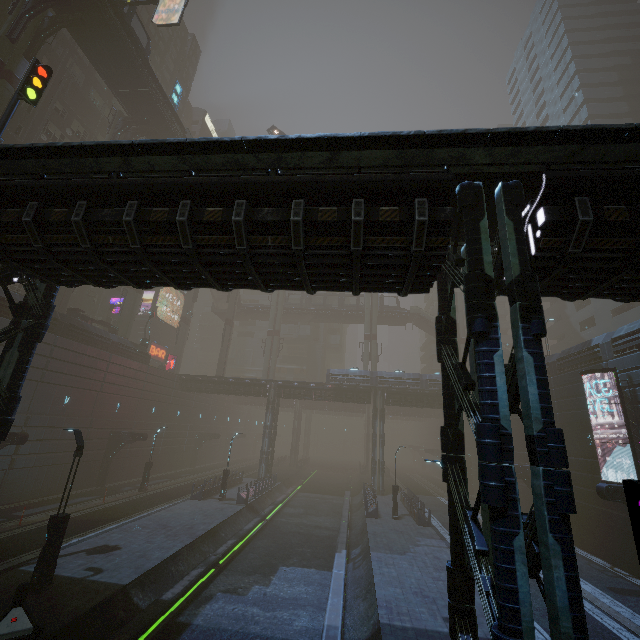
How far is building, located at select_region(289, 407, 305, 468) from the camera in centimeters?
5669cm

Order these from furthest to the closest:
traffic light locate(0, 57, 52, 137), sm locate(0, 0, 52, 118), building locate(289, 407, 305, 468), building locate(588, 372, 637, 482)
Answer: building locate(289, 407, 305, 468) → sm locate(0, 0, 52, 118) → building locate(588, 372, 637, 482) → traffic light locate(0, 57, 52, 137)

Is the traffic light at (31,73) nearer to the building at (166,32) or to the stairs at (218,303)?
the building at (166,32)

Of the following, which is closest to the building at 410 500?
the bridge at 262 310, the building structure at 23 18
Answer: the bridge at 262 310

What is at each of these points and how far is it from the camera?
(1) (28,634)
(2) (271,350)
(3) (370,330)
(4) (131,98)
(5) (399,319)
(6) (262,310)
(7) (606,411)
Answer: (1) barrier, 9.3 meters
(2) sm, 53.8 meters
(3) sm, 53.1 meters
(4) bridge, 34.0 meters
(5) bridge, 57.0 meters
(6) bridge, 59.1 meters
(7) building, 20.2 meters

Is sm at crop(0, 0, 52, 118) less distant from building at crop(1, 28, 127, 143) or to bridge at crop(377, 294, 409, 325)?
building at crop(1, 28, 127, 143)

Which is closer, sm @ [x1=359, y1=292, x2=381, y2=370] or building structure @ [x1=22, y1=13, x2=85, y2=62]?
building structure @ [x1=22, y1=13, x2=85, y2=62]

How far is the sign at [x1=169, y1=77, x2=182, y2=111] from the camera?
38.2m
